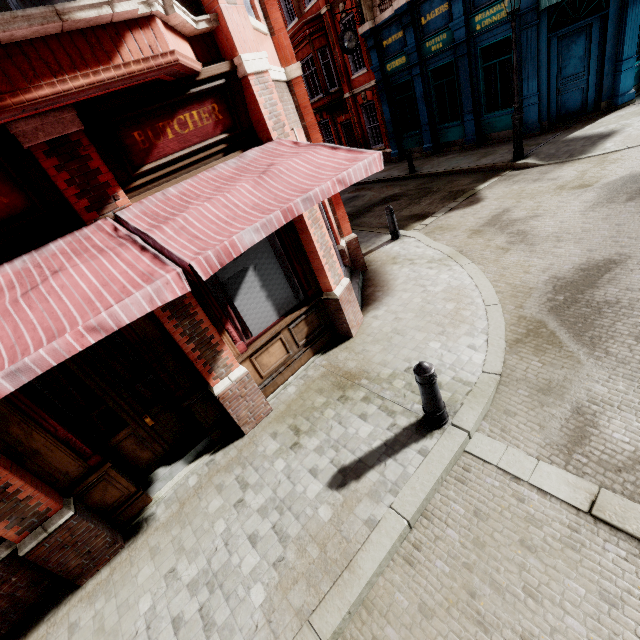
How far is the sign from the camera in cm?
491

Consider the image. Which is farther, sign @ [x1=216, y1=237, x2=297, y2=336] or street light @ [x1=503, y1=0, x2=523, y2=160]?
street light @ [x1=503, y1=0, x2=523, y2=160]

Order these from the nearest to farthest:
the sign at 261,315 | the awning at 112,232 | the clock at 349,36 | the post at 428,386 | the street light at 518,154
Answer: the awning at 112,232
the post at 428,386
the sign at 261,315
the street light at 518,154
the clock at 349,36

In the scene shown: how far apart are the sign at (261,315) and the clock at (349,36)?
15.6m

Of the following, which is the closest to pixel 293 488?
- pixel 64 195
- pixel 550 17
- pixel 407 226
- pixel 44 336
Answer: pixel 44 336

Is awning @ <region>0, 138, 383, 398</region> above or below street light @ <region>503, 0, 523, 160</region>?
above

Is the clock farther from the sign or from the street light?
the sign

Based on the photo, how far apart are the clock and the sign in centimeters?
1563cm
